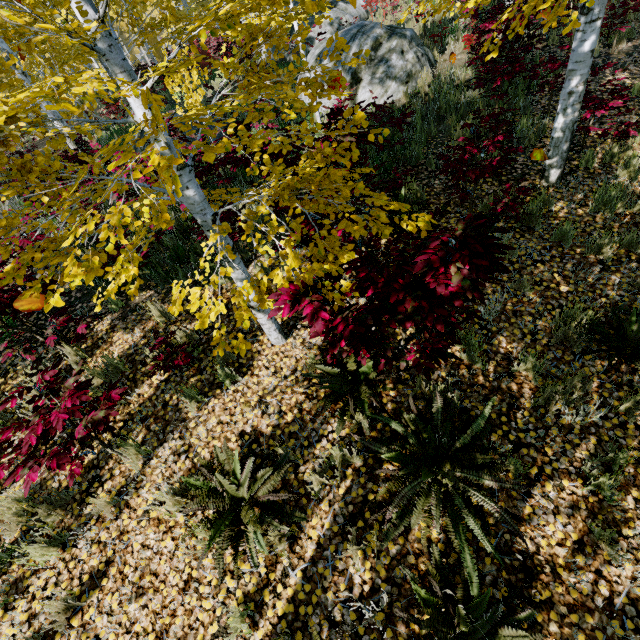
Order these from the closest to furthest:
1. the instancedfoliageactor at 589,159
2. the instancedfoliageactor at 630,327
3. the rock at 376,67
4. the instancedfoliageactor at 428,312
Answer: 1. the instancedfoliageactor at 428,312
2. the instancedfoliageactor at 630,327
3. the instancedfoliageactor at 589,159
4. the rock at 376,67

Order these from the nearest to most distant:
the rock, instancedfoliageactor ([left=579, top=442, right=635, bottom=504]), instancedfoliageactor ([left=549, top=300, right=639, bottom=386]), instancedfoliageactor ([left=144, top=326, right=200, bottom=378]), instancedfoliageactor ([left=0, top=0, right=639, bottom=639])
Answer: instancedfoliageactor ([left=0, top=0, right=639, bottom=639])
instancedfoliageactor ([left=579, top=442, right=635, bottom=504])
instancedfoliageactor ([left=549, top=300, right=639, bottom=386])
instancedfoliageactor ([left=144, top=326, right=200, bottom=378])
the rock

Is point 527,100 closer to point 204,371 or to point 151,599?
point 204,371

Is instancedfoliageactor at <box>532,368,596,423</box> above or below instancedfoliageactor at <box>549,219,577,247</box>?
below

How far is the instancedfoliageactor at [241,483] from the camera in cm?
270

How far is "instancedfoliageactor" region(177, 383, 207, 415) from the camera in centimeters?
365cm

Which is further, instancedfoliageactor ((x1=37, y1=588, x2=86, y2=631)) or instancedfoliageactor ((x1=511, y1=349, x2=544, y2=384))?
instancedfoliageactor ((x1=511, y1=349, x2=544, y2=384))
